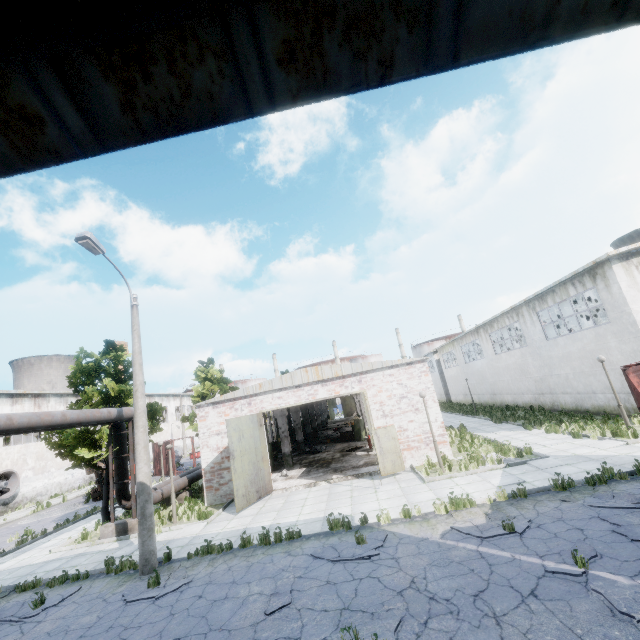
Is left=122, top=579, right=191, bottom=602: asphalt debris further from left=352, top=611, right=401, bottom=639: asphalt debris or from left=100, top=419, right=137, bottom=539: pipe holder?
left=100, top=419, right=137, bottom=539: pipe holder

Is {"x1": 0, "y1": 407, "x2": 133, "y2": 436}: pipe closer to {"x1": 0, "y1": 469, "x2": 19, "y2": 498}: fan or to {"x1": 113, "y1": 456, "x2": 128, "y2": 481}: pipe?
{"x1": 113, "y1": 456, "x2": 128, "y2": 481}: pipe

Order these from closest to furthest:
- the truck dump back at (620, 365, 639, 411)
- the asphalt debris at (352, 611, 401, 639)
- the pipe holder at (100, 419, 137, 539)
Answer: the asphalt debris at (352, 611, 401, 639) → the truck dump back at (620, 365, 639, 411) → the pipe holder at (100, 419, 137, 539)

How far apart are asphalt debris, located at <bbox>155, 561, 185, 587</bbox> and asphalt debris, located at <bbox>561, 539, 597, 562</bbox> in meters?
8.4 m

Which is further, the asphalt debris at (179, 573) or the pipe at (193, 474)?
the pipe at (193, 474)

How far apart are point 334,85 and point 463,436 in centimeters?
2220cm

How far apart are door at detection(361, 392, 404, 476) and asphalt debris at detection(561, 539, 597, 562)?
7.3 meters

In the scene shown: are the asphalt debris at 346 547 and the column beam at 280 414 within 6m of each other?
no
